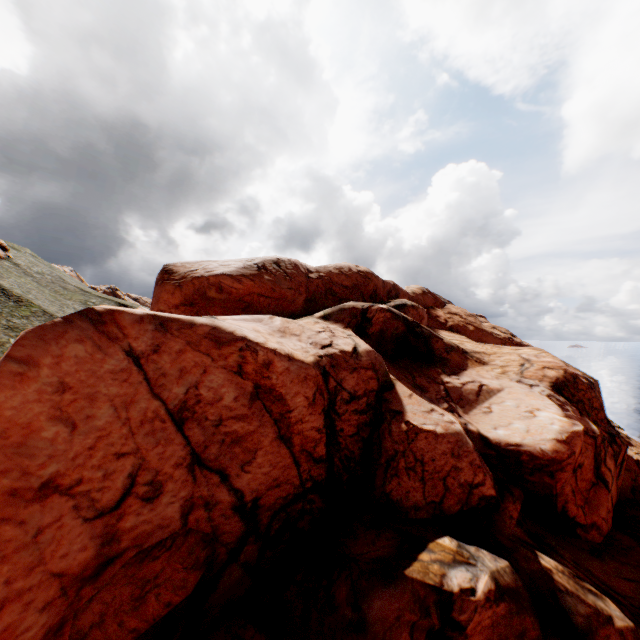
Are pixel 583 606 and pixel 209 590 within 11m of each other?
no
